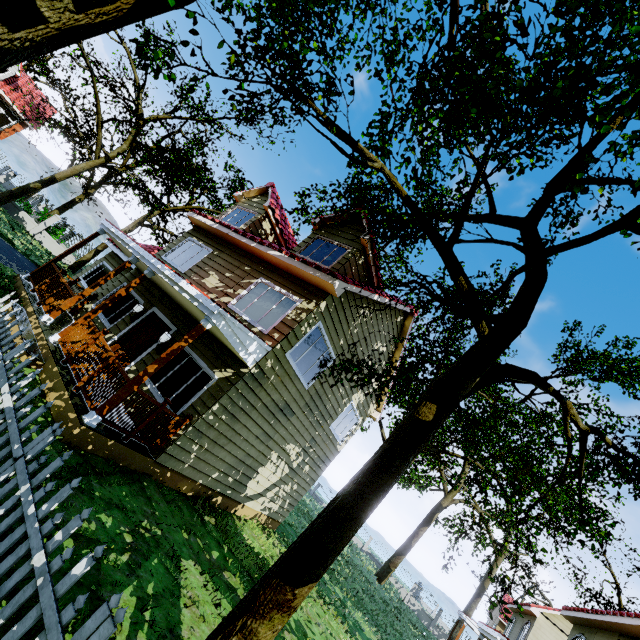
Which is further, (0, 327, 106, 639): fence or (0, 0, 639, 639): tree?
(0, 0, 639, 639): tree

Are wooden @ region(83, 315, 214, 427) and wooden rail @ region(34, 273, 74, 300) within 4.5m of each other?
no

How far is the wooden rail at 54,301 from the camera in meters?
8.7 m

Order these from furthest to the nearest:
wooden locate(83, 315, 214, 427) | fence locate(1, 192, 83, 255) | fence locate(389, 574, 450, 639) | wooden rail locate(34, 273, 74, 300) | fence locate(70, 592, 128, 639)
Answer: fence locate(389, 574, 450, 639)
fence locate(1, 192, 83, 255)
wooden rail locate(34, 273, 74, 300)
wooden locate(83, 315, 214, 427)
fence locate(70, 592, 128, 639)

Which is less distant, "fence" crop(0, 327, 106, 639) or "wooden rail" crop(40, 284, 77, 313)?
"fence" crop(0, 327, 106, 639)

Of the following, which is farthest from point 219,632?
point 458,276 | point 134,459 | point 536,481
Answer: point 536,481

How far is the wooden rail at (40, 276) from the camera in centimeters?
993cm

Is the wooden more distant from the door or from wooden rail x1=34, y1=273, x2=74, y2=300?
wooden rail x1=34, y1=273, x2=74, y2=300
